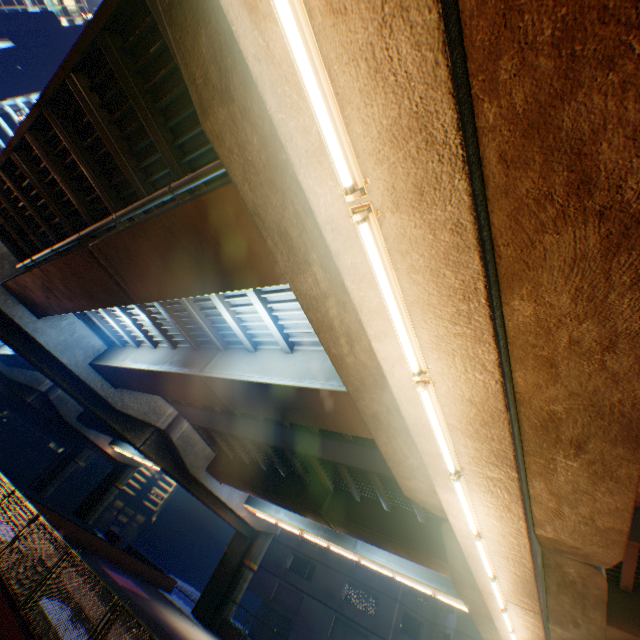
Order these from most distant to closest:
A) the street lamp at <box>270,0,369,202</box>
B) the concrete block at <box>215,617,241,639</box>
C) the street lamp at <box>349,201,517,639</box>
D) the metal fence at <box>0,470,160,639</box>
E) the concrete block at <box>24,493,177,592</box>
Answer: the concrete block at <box>215,617,241,639</box>
the concrete block at <box>24,493,177,592</box>
the metal fence at <box>0,470,160,639</box>
the street lamp at <box>349,201,517,639</box>
the street lamp at <box>270,0,369,202</box>

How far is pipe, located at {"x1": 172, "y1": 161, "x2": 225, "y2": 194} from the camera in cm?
596

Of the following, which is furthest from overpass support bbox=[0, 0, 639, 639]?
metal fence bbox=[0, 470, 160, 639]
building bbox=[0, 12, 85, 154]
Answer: building bbox=[0, 12, 85, 154]

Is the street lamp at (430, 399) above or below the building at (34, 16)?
below

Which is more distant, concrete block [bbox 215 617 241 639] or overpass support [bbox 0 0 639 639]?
concrete block [bbox 215 617 241 639]

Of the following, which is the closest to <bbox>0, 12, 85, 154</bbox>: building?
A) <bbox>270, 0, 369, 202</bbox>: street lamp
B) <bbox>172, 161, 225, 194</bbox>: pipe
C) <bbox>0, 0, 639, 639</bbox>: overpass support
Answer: <bbox>0, 0, 639, 639</bbox>: overpass support

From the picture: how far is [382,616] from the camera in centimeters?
2948cm

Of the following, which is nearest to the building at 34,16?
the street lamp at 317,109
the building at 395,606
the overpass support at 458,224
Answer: the overpass support at 458,224
